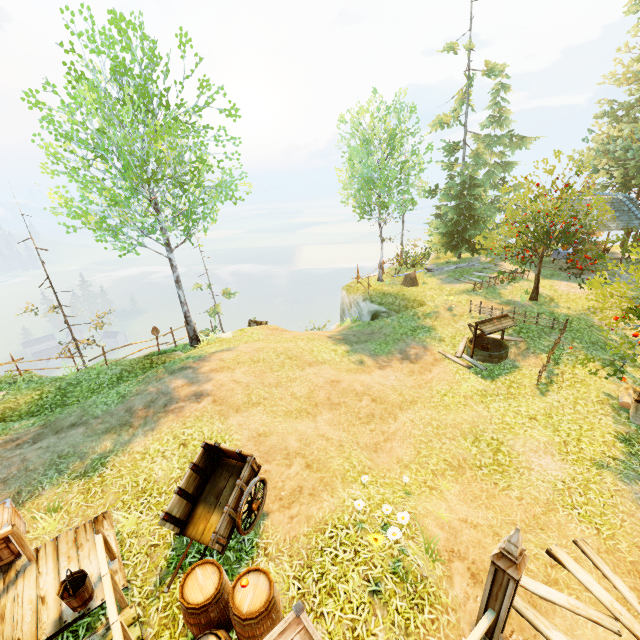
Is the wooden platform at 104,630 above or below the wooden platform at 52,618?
below

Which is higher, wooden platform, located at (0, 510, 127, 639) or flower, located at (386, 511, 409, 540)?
flower, located at (386, 511, 409, 540)

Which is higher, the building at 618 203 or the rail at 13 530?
the building at 618 203

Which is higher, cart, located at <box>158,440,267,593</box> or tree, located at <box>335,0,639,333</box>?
tree, located at <box>335,0,639,333</box>

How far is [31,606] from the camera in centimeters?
525cm

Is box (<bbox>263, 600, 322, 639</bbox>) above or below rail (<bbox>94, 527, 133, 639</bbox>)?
above

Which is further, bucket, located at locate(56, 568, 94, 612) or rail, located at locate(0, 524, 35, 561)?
rail, located at locate(0, 524, 35, 561)

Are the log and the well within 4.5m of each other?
no
